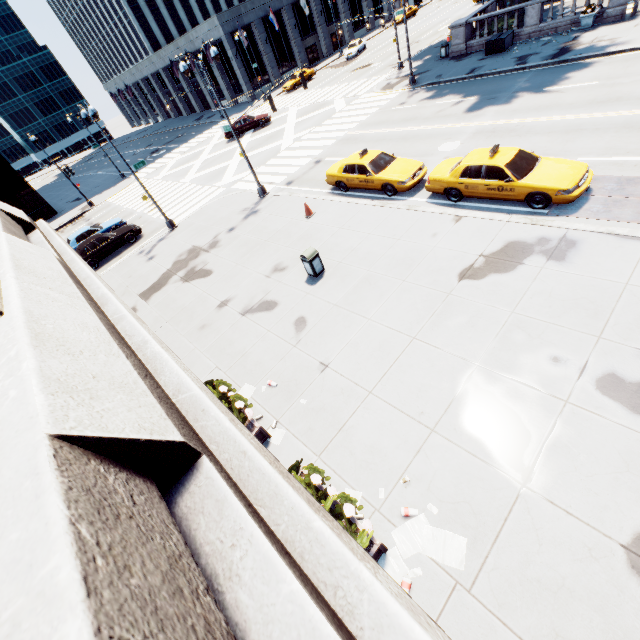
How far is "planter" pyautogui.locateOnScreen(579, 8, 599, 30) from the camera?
20.2m

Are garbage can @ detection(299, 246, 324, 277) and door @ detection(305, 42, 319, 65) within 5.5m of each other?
no

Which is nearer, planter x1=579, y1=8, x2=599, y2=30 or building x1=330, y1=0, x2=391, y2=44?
planter x1=579, y1=8, x2=599, y2=30

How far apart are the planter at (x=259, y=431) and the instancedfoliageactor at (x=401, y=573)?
3.5m

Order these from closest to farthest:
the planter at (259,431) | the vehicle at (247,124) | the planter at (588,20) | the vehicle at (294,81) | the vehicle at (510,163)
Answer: the planter at (259,431), the vehicle at (510,163), the planter at (588,20), the vehicle at (247,124), the vehicle at (294,81)

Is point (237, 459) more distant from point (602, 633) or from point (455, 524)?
point (602, 633)

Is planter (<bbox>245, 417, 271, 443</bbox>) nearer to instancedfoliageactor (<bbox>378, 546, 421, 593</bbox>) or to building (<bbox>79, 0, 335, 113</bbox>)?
instancedfoliageactor (<bbox>378, 546, 421, 593</bbox>)

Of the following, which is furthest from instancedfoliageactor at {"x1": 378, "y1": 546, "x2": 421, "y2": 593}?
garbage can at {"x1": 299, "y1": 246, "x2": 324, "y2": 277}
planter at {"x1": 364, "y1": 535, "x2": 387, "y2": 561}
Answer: garbage can at {"x1": 299, "y1": 246, "x2": 324, "y2": 277}
